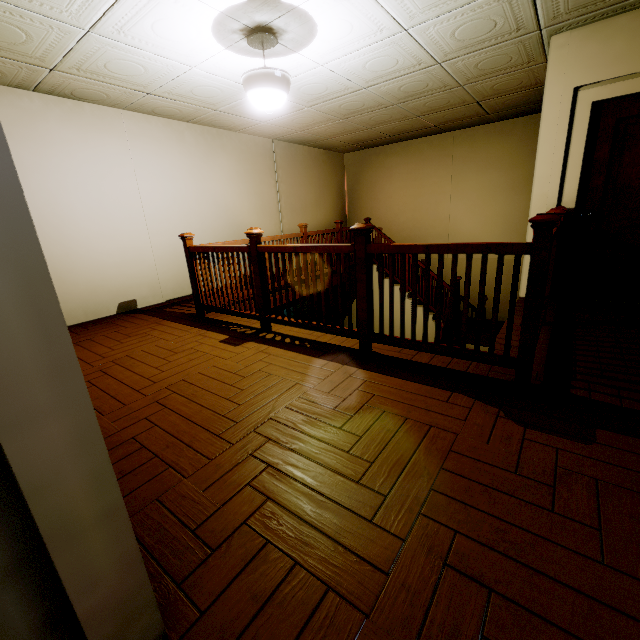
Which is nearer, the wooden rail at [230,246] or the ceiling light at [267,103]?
the ceiling light at [267,103]

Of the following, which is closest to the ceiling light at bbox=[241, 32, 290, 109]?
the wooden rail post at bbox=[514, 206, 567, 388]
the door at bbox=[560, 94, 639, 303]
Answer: the wooden rail post at bbox=[514, 206, 567, 388]

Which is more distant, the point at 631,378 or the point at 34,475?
the point at 631,378

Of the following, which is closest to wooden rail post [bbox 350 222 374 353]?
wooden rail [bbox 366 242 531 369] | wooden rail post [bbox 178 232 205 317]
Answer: wooden rail [bbox 366 242 531 369]

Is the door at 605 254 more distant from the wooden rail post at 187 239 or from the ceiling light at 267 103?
the wooden rail post at 187 239

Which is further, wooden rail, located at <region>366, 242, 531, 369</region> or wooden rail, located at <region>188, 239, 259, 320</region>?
wooden rail, located at <region>188, 239, 259, 320</region>

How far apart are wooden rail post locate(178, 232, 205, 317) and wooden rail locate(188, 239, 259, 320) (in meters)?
0.03

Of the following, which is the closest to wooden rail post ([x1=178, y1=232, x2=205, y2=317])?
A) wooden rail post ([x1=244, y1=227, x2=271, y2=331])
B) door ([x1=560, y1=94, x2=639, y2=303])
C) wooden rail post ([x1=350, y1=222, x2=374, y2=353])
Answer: wooden rail post ([x1=244, y1=227, x2=271, y2=331])
